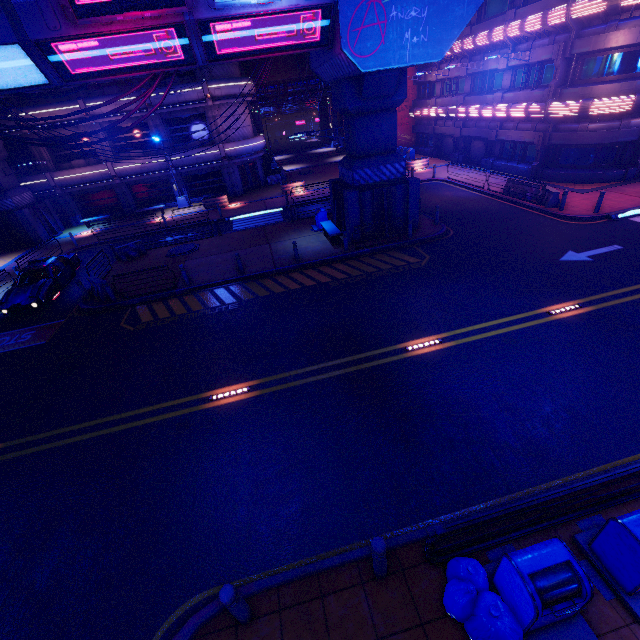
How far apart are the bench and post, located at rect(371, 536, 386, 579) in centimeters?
1464cm

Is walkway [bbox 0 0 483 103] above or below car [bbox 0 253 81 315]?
above

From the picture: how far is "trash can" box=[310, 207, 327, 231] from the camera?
19.7 meters

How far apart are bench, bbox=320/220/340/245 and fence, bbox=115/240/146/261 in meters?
11.5

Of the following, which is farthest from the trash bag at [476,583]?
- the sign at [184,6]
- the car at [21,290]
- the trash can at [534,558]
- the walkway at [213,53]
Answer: the car at [21,290]

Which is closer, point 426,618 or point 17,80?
point 426,618

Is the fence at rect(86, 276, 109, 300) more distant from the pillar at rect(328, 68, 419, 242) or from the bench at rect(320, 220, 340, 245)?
the pillar at rect(328, 68, 419, 242)

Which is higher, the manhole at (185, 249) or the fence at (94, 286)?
the fence at (94, 286)
